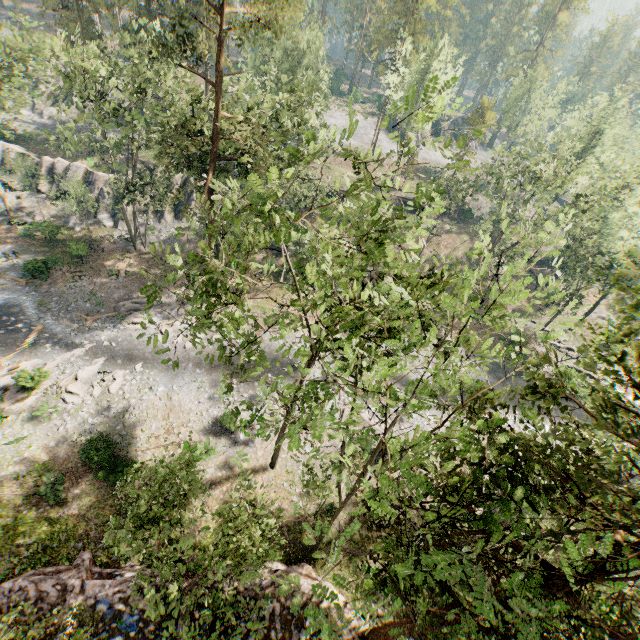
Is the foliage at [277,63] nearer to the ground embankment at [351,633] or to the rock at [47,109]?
the ground embankment at [351,633]

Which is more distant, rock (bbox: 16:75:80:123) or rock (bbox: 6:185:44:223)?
rock (bbox: 16:75:80:123)

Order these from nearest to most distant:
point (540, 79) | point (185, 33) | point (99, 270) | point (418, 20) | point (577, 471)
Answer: point (577, 471), point (185, 33), point (99, 270), point (418, 20), point (540, 79)

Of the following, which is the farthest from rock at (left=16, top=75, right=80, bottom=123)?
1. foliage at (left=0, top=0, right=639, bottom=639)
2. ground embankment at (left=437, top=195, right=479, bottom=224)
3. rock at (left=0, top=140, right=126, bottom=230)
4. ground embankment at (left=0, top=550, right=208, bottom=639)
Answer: ground embankment at (left=0, top=550, right=208, bottom=639)

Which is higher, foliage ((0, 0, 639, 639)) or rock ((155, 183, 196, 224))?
foliage ((0, 0, 639, 639))

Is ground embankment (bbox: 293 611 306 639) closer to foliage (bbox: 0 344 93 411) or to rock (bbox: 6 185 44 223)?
foliage (bbox: 0 344 93 411)

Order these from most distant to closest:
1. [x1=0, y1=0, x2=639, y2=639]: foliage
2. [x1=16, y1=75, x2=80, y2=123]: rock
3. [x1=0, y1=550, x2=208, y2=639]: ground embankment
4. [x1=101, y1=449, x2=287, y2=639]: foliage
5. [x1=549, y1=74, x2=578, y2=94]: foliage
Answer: [x1=16, y1=75, x2=80, y2=123]: rock → [x1=549, y1=74, x2=578, y2=94]: foliage → [x1=0, y1=550, x2=208, y2=639]: ground embankment → [x1=101, y1=449, x2=287, y2=639]: foliage → [x1=0, y1=0, x2=639, y2=639]: foliage

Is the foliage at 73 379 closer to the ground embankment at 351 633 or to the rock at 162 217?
the ground embankment at 351 633
